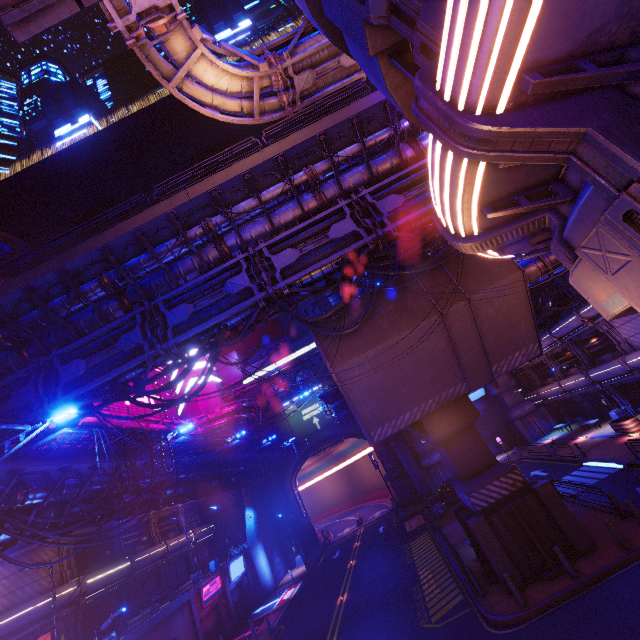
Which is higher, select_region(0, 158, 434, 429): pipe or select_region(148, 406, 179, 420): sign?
select_region(148, 406, 179, 420): sign

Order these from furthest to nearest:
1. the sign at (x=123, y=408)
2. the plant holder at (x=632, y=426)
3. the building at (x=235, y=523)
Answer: the building at (x=235, y=523), the sign at (x=123, y=408), the plant holder at (x=632, y=426)

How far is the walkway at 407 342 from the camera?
14.9m

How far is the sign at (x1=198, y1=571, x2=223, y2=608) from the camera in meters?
25.7

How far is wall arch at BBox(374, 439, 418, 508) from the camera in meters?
39.7 m

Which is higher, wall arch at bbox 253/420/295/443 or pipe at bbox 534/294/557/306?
wall arch at bbox 253/420/295/443

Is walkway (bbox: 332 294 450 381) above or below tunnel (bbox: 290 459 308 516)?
above

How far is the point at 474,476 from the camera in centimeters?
1545cm
